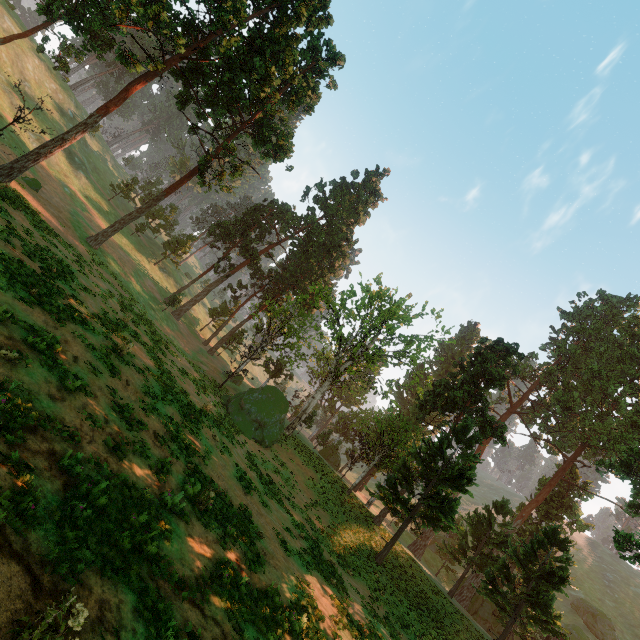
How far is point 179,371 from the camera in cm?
2458

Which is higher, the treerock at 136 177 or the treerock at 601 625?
the treerock at 601 625

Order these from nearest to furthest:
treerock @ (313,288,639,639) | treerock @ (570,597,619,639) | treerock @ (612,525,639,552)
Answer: treerock @ (612,525,639,552) < treerock @ (313,288,639,639) < treerock @ (570,597,619,639)

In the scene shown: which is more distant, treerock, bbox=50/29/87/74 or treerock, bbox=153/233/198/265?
treerock, bbox=153/233/198/265

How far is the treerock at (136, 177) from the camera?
53.8m

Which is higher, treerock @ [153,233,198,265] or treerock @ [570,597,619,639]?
treerock @ [570,597,619,639]
